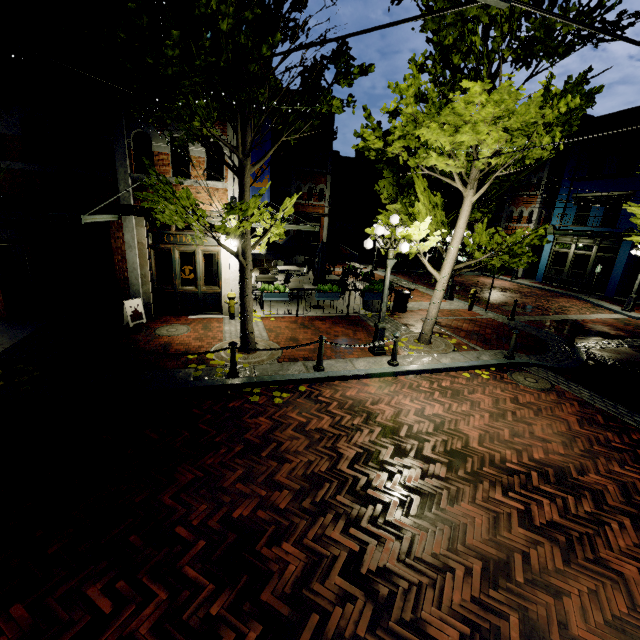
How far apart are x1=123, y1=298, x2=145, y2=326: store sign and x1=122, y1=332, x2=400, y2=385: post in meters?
4.4

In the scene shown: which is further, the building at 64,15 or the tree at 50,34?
the building at 64,15

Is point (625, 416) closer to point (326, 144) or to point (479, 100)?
point (479, 100)

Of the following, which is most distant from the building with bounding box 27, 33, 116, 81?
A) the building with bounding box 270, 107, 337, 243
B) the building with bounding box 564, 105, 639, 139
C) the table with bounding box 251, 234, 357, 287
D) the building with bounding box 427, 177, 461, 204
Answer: the building with bounding box 427, 177, 461, 204

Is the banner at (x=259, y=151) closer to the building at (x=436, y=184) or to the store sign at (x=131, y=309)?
the store sign at (x=131, y=309)

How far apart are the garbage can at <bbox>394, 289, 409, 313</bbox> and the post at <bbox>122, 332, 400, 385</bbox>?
7.41m

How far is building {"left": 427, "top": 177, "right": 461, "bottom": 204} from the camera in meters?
33.3

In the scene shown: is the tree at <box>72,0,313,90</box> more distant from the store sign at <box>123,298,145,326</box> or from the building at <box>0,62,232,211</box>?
the store sign at <box>123,298,145,326</box>
